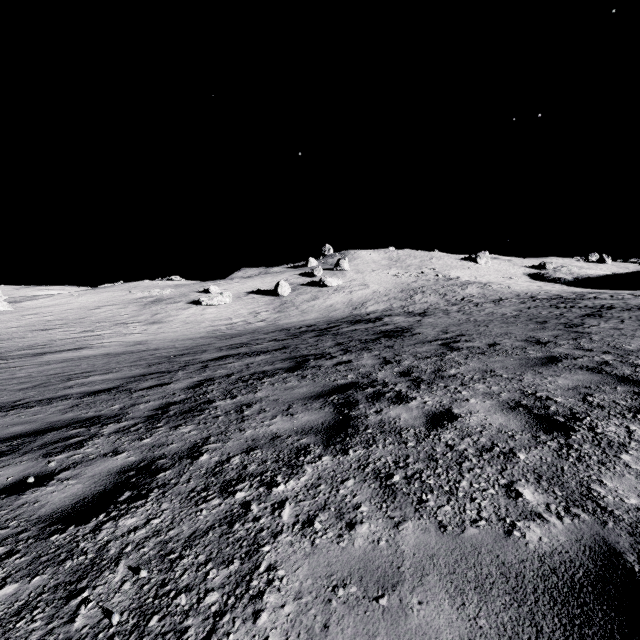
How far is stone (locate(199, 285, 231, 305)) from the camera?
37.8 meters

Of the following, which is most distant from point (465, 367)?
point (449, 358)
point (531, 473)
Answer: point (531, 473)

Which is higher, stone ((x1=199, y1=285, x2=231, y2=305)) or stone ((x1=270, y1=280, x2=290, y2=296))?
stone ((x1=270, y1=280, x2=290, y2=296))

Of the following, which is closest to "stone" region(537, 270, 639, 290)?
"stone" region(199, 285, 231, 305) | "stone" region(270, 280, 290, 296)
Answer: "stone" region(270, 280, 290, 296)

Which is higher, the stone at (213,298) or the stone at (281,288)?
the stone at (281,288)

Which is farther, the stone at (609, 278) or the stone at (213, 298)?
the stone at (609, 278)

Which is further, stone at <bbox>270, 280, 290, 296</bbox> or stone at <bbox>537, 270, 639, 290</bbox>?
stone at <bbox>537, 270, 639, 290</bbox>

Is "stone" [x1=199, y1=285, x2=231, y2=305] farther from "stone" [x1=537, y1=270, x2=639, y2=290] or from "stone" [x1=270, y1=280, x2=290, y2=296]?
"stone" [x1=537, y1=270, x2=639, y2=290]
